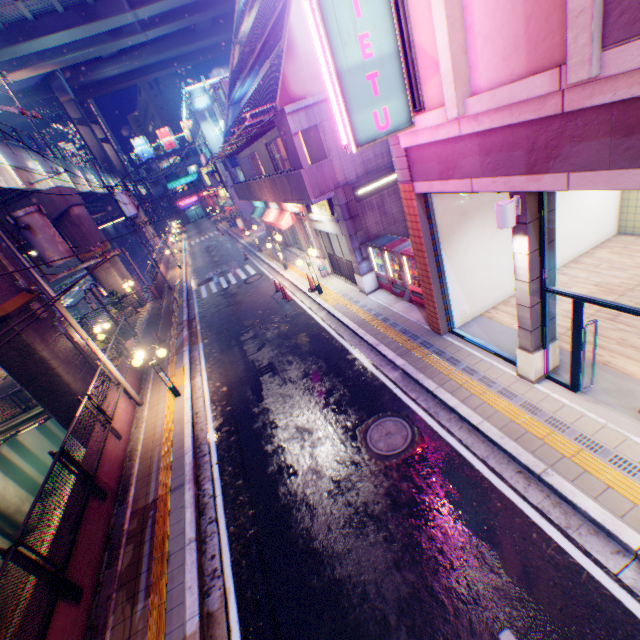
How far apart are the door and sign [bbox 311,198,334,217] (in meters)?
0.76

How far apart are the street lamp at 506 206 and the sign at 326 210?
8.2m

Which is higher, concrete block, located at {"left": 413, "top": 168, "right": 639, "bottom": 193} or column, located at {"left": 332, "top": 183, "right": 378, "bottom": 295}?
concrete block, located at {"left": 413, "top": 168, "right": 639, "bottom": 193}

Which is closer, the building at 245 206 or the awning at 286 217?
the awning at 286 217

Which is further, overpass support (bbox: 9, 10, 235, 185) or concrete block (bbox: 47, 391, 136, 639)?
overpass support (bbox: 9, 10, 235, 185)

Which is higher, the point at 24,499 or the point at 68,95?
the point at 68,95

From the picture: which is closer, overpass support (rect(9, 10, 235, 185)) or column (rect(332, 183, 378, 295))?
column (rect(332, 183, 378, 295))

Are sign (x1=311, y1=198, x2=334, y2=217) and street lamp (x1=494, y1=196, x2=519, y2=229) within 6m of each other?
no
